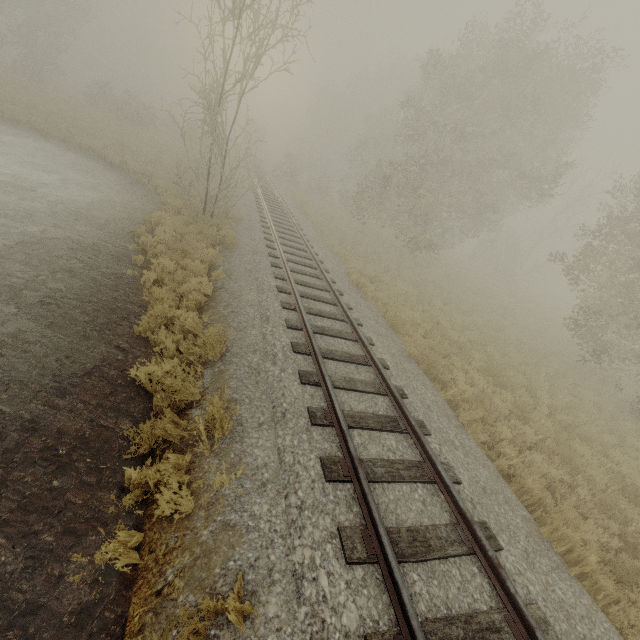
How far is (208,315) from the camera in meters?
7.7 m
